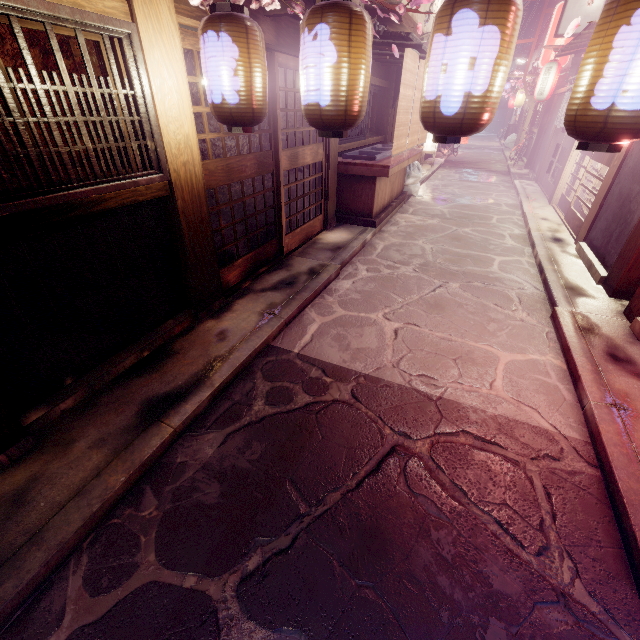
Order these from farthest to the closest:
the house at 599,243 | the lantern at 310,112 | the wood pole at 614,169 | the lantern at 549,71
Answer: the lantern at 549,71 < the wood pole at 614,169 < the house at 599,243 < the lantern at 310,112

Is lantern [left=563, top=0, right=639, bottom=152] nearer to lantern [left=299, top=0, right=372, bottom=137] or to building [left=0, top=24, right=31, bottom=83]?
lantern [left=299, top=0, right=372, bottom=137]

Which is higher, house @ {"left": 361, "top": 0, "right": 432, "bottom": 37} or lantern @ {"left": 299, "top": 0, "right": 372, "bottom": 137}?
house @ {"left": 361, "top": 0, "right": 432, "bottom": 37}

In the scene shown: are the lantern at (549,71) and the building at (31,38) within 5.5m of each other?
no

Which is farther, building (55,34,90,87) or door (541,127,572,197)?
door (541,127,572,197)

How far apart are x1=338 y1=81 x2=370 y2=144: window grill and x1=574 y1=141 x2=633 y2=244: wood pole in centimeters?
879cm

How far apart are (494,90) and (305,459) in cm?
510

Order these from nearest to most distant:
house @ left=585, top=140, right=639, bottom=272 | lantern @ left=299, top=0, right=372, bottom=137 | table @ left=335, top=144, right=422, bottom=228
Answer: lantern @ left=299, top=0, right=372, bottom=137 < house @ left=585, top=140, right=639, bottom=272 < table @ left=335, top=144, right=422, bottom=228
